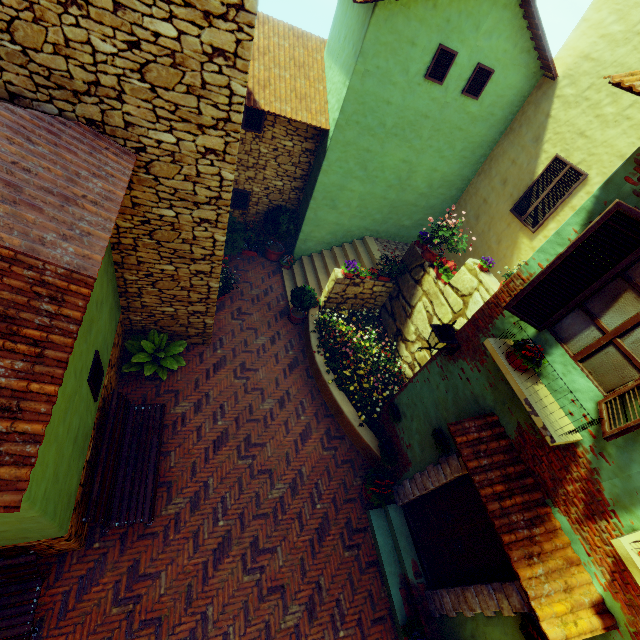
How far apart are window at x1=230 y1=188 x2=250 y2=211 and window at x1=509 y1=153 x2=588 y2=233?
8.0m

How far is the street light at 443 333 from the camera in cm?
508

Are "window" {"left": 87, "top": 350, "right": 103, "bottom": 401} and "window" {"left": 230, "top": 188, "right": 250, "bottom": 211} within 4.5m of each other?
→ no

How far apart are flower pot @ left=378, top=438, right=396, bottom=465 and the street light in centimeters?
272cm

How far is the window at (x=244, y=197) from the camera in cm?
1028

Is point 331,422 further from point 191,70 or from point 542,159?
point 542,159

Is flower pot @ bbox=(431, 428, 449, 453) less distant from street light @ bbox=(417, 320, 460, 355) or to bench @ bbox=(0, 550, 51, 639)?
street light @ bbox=(417, 320, 460, 355)

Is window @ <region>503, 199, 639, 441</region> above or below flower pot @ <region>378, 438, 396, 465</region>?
above
